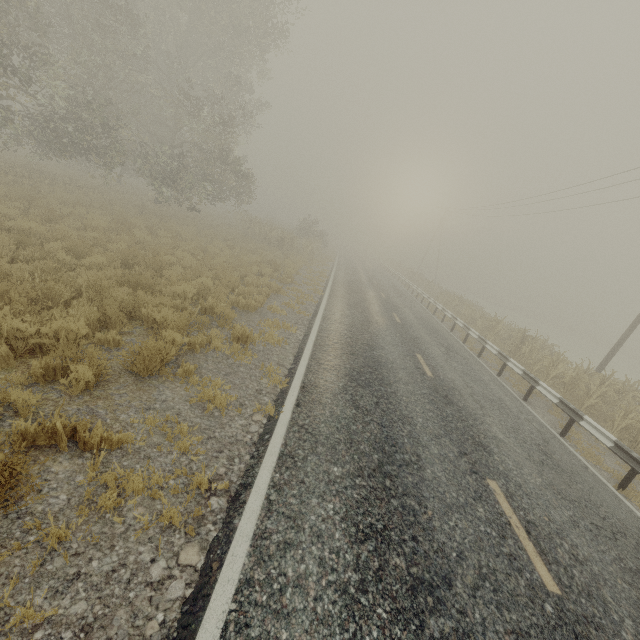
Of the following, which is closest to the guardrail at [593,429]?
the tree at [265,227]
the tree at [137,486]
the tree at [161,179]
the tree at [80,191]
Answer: the tree at [161,179]

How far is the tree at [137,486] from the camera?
3.3m

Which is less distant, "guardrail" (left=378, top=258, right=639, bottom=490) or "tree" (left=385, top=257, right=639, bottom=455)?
"guardrail" (left=378, top=258, right=639, bottom=490)

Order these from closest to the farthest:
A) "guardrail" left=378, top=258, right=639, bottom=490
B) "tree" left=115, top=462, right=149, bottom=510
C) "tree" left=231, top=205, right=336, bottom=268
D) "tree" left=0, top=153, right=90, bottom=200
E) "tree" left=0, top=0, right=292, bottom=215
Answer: "tree" left=115, top=462, right=149, bottom=510 → "guardrail" left=378, top=258, right=639, bottom=490 → "tree" left=0, top=153, right=90, bottom=200 → "tree" left=0, top=0, right=292, bottom=215 → "tree" left=231, top=205, right=336, bottom=268

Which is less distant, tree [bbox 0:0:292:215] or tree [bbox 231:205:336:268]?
tree [bbox 0:0:292:215]

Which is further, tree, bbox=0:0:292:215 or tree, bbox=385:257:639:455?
tree, bbox=0:0:292:215

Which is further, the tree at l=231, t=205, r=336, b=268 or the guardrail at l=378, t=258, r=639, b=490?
the tree at l=231, t=205, r=336, b=268

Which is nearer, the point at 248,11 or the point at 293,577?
the point at 293,577
